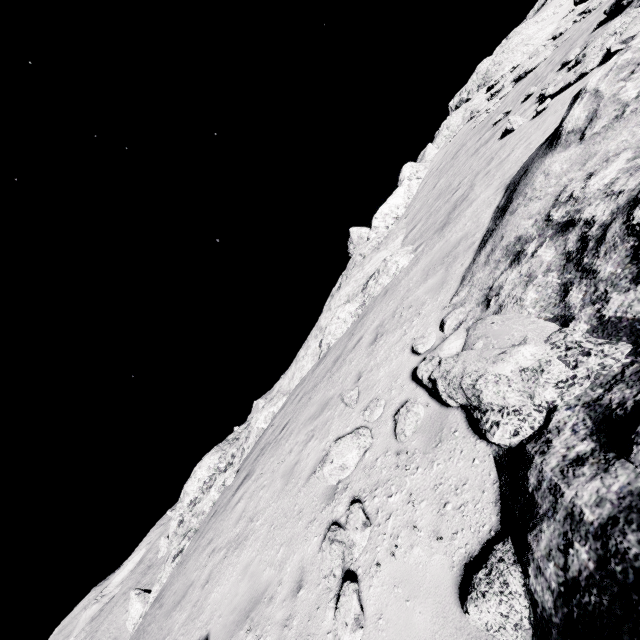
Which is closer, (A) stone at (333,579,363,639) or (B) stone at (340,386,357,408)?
(A) stone at (333,579,363,639)

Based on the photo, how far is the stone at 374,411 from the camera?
5.90m

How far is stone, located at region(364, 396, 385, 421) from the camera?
5.9 meters

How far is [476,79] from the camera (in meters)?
58.34

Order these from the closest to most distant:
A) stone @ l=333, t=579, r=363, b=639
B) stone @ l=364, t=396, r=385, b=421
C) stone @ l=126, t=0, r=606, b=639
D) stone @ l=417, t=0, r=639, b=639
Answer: stone @ l=417, t=0, r=639, b=639, stone @ l=333, t=579, r=363, b=639, stone @ l=364, t=396, r=385, b=421, stone @ l=126, t=0, r=606, b=639

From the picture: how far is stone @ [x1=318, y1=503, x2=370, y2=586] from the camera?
4.13m

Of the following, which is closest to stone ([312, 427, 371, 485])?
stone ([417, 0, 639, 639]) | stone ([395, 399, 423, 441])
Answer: stone ([417, 0, 639, 639])

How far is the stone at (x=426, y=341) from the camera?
6.17m
